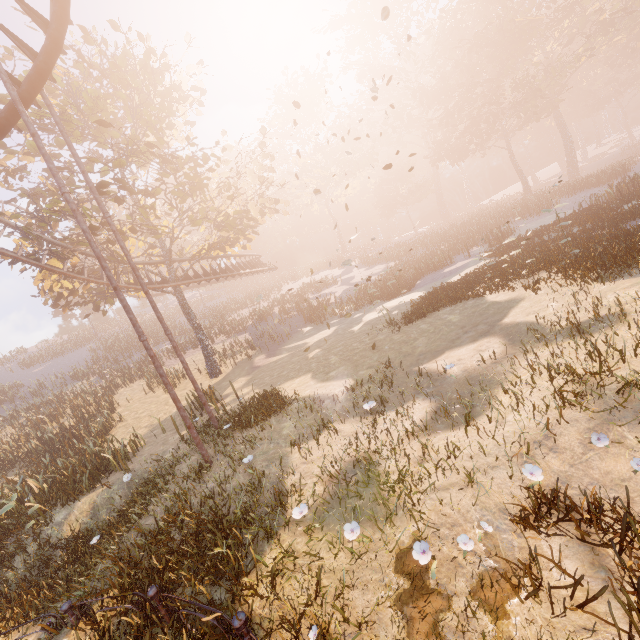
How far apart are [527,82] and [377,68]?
33.62m

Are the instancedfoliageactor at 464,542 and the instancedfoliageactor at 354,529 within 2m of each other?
yes

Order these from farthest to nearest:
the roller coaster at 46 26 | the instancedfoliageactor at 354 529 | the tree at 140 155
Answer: the tree at 140 155 → the roller coaster at 46 26 → the instancedfoliageactor at 354 529

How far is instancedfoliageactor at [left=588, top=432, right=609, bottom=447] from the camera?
4.3m

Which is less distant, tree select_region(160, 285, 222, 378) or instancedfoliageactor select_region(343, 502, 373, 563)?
instancedfoliageactor select_region(343, 502, 373, 563)

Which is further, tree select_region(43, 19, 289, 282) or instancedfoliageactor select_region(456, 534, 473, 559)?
tree select_region(43, 19, 289, 282)

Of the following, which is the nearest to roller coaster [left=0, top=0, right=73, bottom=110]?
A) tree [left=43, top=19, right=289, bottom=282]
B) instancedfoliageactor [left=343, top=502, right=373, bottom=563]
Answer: tree [left=43, top=19, right=289, bottom=282]

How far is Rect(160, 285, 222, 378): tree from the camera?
20.70m
